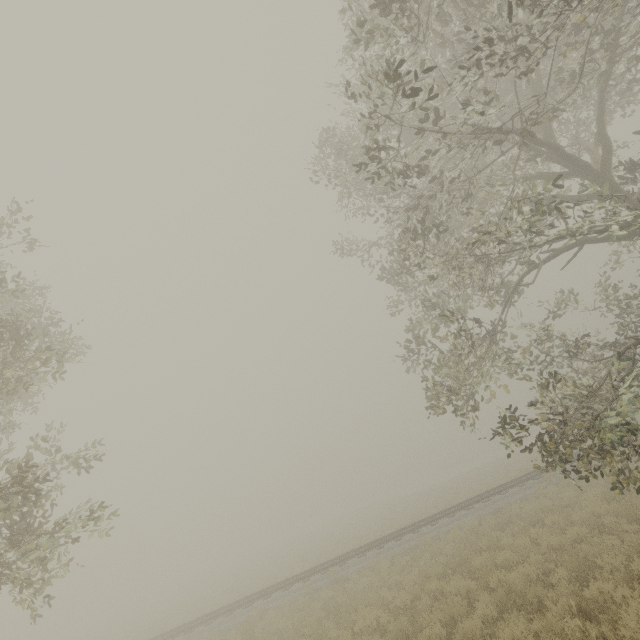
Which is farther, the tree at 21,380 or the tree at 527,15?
the tree at 21,380

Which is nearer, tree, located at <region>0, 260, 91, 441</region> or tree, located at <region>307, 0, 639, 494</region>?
tree, located at <region>307, 0, 639, 494</region>

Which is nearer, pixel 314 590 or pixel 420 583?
pixel 420 583
